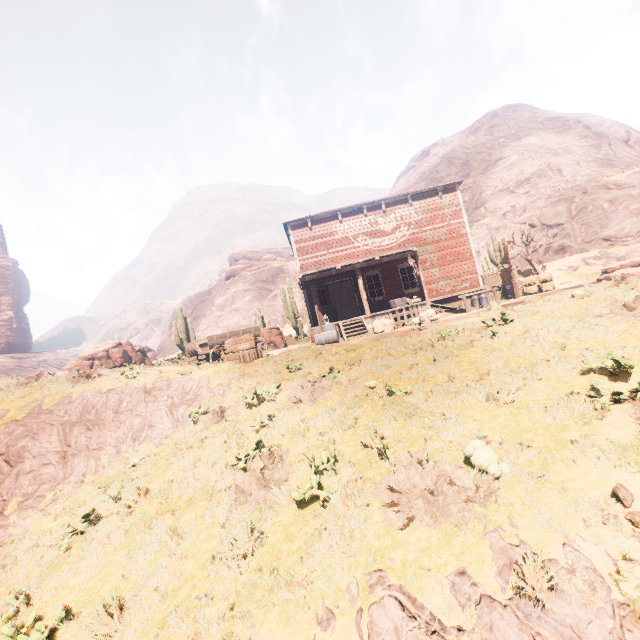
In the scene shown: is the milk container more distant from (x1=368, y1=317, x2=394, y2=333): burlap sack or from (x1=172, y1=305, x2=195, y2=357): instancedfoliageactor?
(x1=172, y1=305, x2=195, y2=357): instancedfoliageactor

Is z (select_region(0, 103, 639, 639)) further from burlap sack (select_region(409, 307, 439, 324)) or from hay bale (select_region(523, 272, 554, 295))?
hay bale (select_region(523, 272, 554, 295))

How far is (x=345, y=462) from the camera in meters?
5.8

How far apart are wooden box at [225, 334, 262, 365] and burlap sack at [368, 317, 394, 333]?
5.3m

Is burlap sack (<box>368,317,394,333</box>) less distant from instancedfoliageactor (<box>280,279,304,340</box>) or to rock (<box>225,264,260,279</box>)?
instancedfoliageactor (<box>280,279,304,340</box>)

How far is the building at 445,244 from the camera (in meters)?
16.39

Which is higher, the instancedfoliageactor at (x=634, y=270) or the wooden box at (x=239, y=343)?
the wooden box at (x=239, y=343)

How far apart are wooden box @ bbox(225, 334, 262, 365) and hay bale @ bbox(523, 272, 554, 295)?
14.6m
